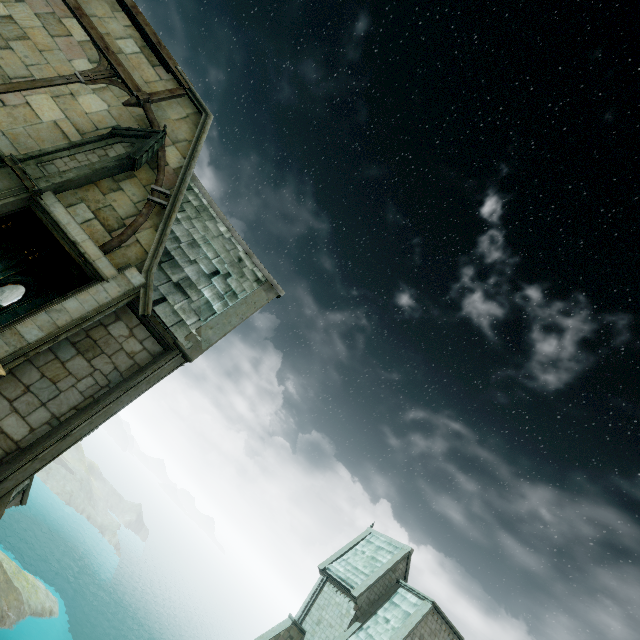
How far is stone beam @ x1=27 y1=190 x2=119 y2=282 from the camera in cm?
823

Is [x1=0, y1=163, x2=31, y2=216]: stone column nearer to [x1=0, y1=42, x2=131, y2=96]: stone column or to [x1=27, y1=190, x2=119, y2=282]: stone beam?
[x1=27, y1=190, x2=119, y2=282]: stone beam

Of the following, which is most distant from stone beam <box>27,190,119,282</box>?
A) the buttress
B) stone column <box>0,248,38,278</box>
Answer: the buttress

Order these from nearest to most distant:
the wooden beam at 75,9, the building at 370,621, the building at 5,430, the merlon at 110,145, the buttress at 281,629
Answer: the building at 5,430, the merlon at 110,145, the wooden beam at 75,9, the building at 370,621, the buttress at 281,629

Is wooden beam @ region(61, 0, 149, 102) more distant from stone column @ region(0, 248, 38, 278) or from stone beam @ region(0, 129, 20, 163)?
stone column @ region(0, 248, 38, 278)

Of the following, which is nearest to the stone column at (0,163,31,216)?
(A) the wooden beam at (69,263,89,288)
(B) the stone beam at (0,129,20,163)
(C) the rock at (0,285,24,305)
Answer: (B) the stone beam at (0,129,20,163)

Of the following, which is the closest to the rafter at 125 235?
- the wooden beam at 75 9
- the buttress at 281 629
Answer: the wooden beam at 75 9

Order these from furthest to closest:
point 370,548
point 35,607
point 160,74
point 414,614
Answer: point 35,607 → point 370,548 → point 414,614 → point 160,74
